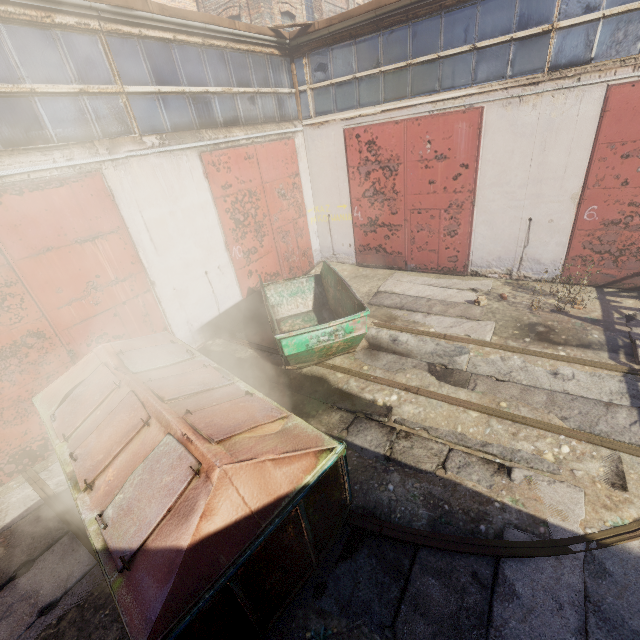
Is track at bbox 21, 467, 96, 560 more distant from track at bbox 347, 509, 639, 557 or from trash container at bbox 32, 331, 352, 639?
track at bbox 347, 509, 639, 557

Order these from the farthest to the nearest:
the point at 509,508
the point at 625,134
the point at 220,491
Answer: the point at 625,134, the point at 509,508, the point at 220,491

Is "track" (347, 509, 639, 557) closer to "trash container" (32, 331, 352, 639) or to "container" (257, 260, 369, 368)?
"trash container" (32, 331, 352, 639)

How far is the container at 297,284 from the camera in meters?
5.7

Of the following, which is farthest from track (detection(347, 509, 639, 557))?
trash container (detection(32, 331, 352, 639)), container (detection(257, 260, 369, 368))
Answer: container (detection(257, 260, 369, 368))

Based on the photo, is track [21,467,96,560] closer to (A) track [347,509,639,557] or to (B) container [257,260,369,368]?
(A) track [347,509,639,557]

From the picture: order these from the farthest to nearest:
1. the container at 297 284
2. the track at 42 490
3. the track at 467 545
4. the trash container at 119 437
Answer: the container at 297 284 → the track at 42 490 → the track at 467 545 → the trash container at 119 437

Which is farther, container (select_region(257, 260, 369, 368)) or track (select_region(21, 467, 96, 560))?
container (select_region(257, 260, 369, 368))
